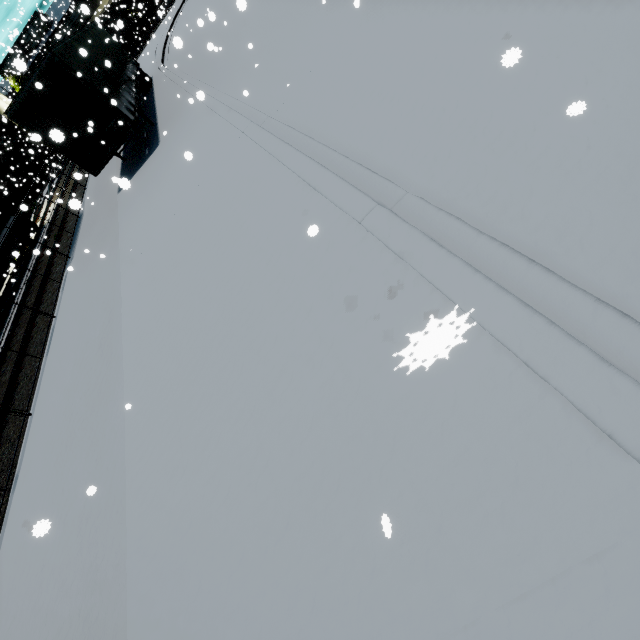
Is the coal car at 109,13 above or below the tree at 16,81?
below

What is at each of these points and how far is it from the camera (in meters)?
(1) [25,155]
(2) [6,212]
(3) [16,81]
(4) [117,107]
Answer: (1) building, 41.31
(2) cargo container, 20.69
(3) tree, 45.34
(4) semi trailer, 11.52

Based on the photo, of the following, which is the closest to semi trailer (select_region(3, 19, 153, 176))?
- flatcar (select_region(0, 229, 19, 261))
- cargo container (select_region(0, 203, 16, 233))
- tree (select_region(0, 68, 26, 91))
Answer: tree (select_region(0, 68, 26, 91))

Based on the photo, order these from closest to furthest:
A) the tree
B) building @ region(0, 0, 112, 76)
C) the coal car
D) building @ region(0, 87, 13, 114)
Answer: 1. building @ region(0, 0, 112, 76)
2. the coal car
3. building @ region(0, 87, 13, 114)
4. the tree

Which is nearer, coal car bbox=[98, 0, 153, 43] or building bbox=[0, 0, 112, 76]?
building bbox=[0, 0, 112, 76]

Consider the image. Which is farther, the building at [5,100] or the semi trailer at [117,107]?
the building at [5,100]

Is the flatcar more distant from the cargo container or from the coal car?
the coal car

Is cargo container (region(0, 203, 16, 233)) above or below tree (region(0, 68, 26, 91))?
below
